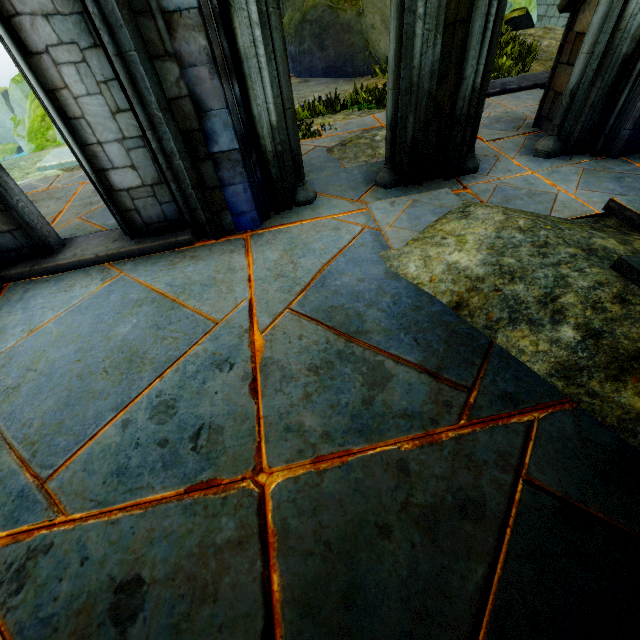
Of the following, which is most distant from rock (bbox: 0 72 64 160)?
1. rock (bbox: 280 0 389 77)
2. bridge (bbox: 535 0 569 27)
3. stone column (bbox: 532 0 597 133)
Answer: bridge (bbox: 535 0 569 27)

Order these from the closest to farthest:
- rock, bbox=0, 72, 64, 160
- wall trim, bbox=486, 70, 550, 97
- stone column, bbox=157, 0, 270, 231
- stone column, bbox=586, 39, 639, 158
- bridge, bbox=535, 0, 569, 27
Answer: stone column, bbox=157, 0, 270, 231
stone column, bbox=586, 39, 639, 158
wall trim, bbox=486, 70, 550, 97
rock, bbox=0, 72, 64, 160
bridge, bbox=535, 0, 569, 27

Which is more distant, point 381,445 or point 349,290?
point 349,290

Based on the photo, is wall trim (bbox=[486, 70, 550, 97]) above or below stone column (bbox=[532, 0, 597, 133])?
below

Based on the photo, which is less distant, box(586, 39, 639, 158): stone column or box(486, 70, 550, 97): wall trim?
box(586, 39, 639, 158): stone column

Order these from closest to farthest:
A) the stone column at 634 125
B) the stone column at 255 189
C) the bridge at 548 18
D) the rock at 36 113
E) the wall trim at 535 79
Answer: the stone column at 255 189 < the stone column at 634 125 < the wall trim at 535 79 < the rock at 36 113 < the bridge at 548 18

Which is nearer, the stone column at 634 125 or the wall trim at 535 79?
the stone column at 634 125

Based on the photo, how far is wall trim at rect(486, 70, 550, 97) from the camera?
6.14m
